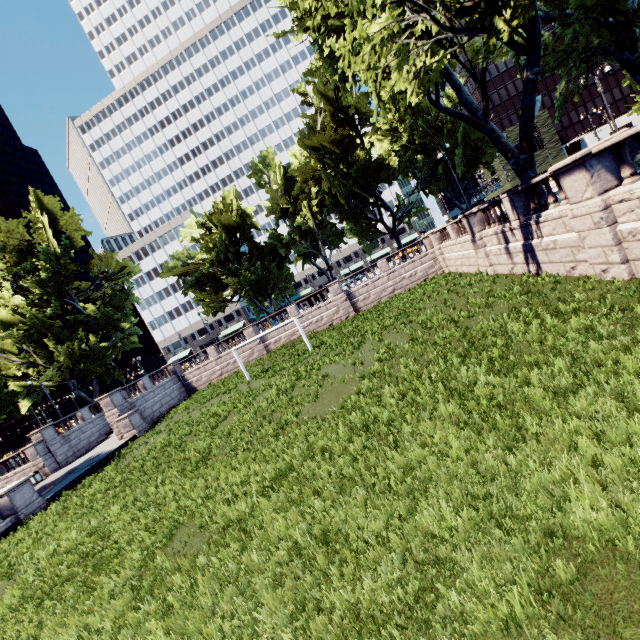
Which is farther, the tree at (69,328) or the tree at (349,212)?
the tree at (69,328)

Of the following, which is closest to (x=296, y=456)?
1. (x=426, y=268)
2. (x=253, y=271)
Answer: (x=426, y=268)

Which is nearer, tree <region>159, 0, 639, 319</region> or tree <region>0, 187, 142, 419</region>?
tree <region>159, 0, 639, 319</region>
